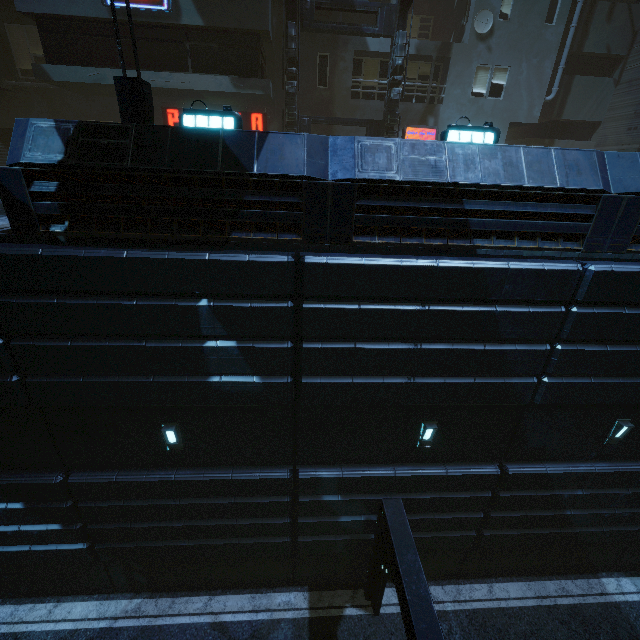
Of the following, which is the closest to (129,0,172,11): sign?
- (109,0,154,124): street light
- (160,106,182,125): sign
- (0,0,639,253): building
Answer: (0,0,639,253): building

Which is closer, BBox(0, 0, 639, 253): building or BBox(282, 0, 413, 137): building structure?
BBox(0, 0, 639, 253): building

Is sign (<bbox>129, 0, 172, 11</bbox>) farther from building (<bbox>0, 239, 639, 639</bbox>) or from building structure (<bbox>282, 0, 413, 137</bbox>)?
building structure (<bbox>282, 0, 413, 137</bbox>)

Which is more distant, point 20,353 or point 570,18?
point 570,18

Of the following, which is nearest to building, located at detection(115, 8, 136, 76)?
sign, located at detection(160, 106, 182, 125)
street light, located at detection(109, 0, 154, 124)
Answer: sign, located at detection(160, 106, 182, 125)

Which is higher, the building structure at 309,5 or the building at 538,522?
the building structure at 309,5

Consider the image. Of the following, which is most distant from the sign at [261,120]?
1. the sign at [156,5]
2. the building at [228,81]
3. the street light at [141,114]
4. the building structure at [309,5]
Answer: the street light at [141,114]

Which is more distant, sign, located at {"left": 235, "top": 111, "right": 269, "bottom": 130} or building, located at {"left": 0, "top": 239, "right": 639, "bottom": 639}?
sign, located at {"left": 235, "top": 111, "right": 269, "bottom": 130}
